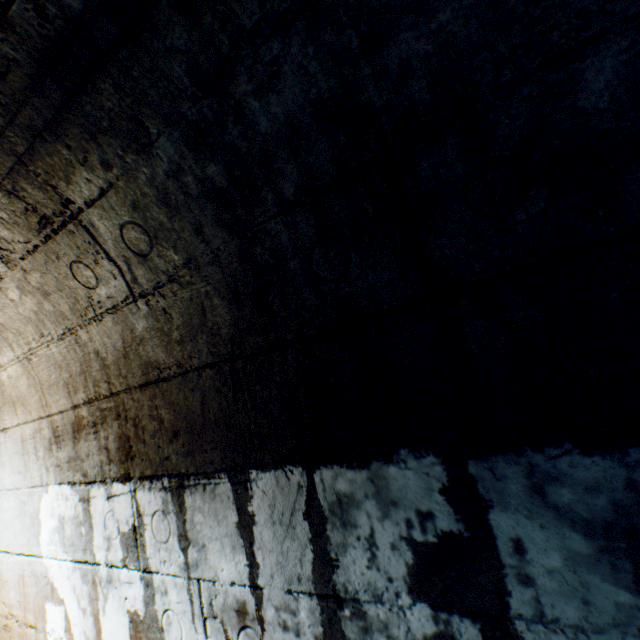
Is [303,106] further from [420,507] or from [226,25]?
[420,507]
